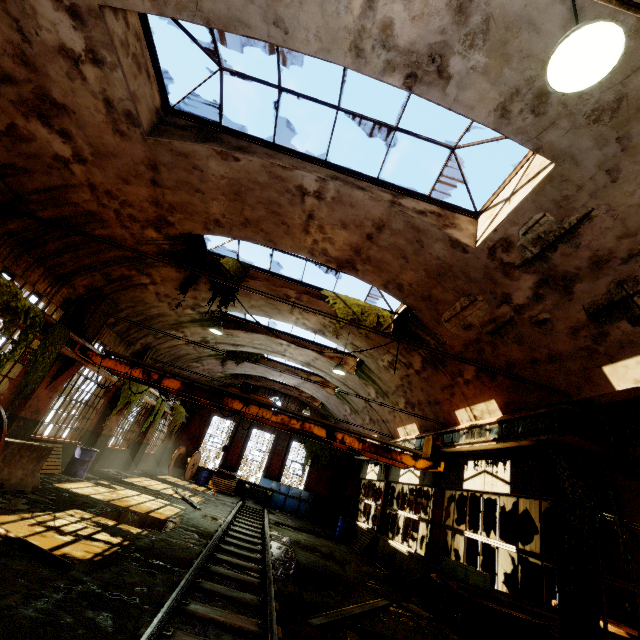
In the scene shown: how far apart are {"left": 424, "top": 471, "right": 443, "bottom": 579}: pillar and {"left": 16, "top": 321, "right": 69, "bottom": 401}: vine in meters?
11.9 m

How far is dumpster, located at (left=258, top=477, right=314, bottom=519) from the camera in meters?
20.8

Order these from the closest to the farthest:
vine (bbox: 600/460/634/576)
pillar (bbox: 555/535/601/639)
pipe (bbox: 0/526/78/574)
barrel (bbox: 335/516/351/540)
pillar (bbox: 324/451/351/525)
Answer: pipe (bbox: 0/526/78/574) → pillar (bbox: 555/535/601/639) → vine (bbox: 600/460/634/576) → barrel (bbox: 335/516/351/540) → pillar (bbox: 324/451/351/525)

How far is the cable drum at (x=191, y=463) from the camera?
21.0 meters

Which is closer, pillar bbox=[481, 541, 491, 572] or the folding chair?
the folding chair

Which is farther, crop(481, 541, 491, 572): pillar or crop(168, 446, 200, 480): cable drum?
crop(168, 446, 200, 480): cable drum

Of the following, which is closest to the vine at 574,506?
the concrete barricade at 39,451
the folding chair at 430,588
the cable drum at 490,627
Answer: the cable drum at 490,627

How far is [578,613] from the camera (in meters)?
5.44
